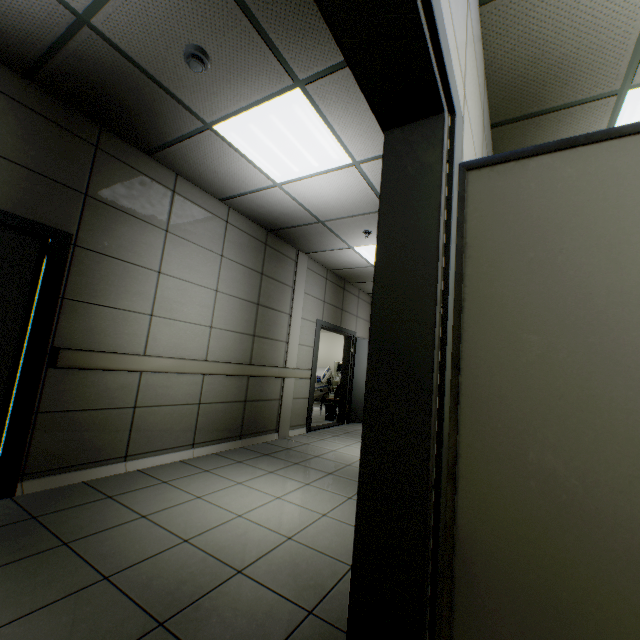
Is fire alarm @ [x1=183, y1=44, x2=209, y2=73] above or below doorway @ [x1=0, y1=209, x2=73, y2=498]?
above

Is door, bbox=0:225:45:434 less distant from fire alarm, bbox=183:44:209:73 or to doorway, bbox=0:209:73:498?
doorway, bbox=0:209:73:498

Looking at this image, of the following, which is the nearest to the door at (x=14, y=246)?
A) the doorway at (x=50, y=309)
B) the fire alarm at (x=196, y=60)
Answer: the doorway at (x=50, y=309)

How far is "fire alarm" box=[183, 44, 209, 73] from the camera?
2.15m

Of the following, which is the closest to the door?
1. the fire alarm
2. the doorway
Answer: the doorway

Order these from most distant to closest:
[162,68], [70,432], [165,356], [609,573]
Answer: [165,356]
[70,432]
[162,68]
[609,573]

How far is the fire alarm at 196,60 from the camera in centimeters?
215cm
